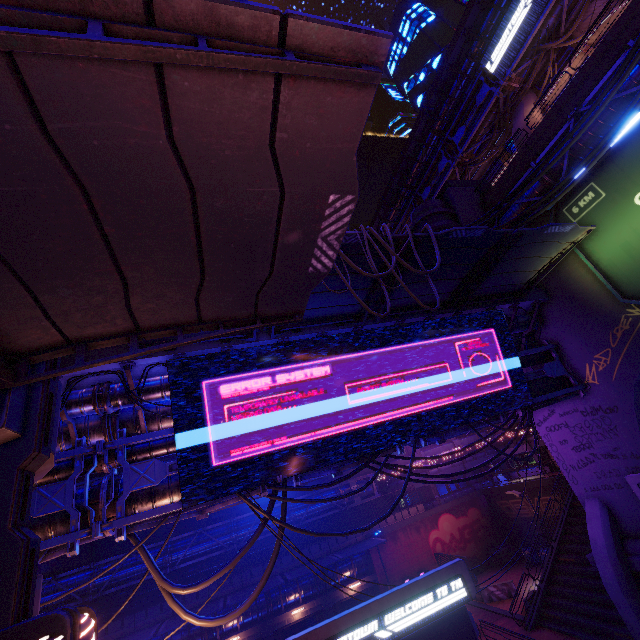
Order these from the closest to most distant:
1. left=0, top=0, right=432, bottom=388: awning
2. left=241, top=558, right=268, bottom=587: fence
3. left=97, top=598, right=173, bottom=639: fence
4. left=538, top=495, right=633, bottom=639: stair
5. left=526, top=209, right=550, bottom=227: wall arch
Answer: left=0, top=0, right=432, bottom=388: awning < left=526, top=209, right=550, bottom=227: wall arch < left=538, top=495, right=633, bottom=639: stair < left=97, top=598, right=173, bottom=639: fence < left=241, top=558, right=268, bottom=587: fence

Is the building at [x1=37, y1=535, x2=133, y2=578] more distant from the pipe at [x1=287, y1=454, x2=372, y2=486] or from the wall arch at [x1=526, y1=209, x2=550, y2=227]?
the wall arch at [x1=526, y1=209, x2=550, y2=227]

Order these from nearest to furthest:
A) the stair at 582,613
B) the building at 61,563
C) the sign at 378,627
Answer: the sign at 378,627 → the stair at 582,613 → the building at 61,563

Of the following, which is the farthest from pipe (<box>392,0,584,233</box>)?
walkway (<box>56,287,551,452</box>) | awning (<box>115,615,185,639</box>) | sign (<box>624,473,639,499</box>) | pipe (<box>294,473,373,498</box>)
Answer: awning (<box>115,615,185,639</box>)

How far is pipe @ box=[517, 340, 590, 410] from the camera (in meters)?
14.91

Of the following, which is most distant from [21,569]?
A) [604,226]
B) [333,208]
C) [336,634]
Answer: [604,226]

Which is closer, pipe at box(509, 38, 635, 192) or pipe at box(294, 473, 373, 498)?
pipe at box(509, 38, 635, 192)

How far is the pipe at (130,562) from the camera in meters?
22.5
